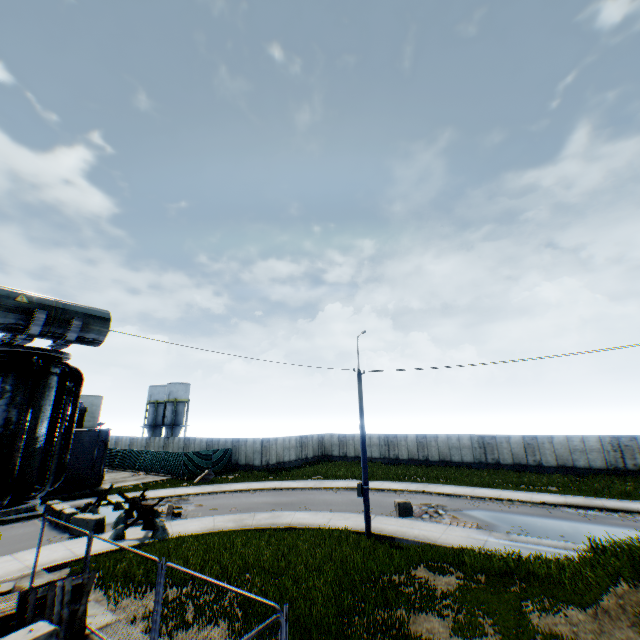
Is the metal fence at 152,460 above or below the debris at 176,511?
above

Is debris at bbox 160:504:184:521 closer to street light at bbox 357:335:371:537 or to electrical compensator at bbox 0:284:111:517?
street light at bbox 357:335:371:537

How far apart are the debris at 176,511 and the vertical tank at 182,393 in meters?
41.1 m

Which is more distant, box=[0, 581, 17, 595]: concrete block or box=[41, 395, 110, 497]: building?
box=[41, 395, 110, 497]: building

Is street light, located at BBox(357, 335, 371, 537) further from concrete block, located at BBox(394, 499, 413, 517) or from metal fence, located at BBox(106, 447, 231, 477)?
metal fence, located at BBox(106, 447, 231, 477)

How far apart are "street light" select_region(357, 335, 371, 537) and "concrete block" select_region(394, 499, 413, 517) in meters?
3.9

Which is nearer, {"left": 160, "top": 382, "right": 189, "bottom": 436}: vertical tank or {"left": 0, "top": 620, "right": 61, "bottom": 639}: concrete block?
{"left": 0, "top": 620, "right": 61, "bottom": 639}: concrete block

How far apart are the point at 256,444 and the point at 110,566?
25.00m
